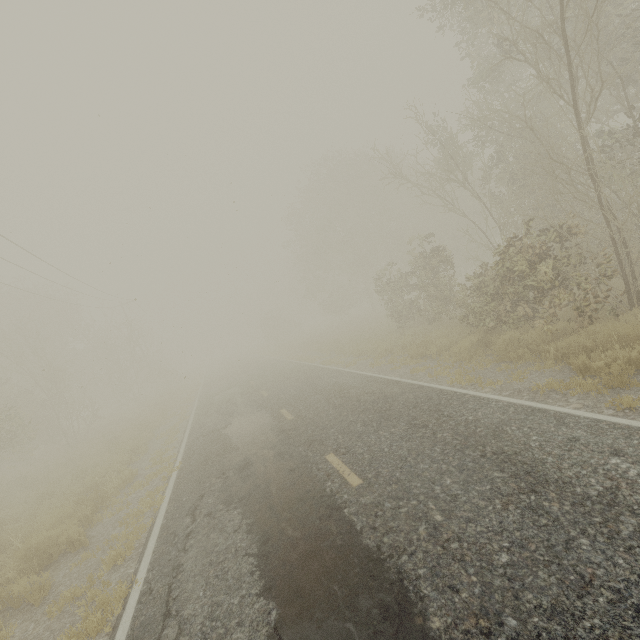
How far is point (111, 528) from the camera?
7.6 meters
